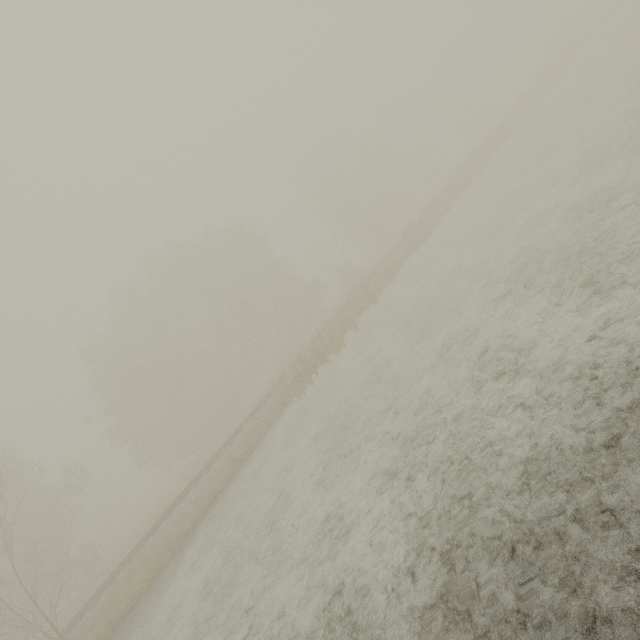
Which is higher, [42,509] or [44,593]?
[42,509]
